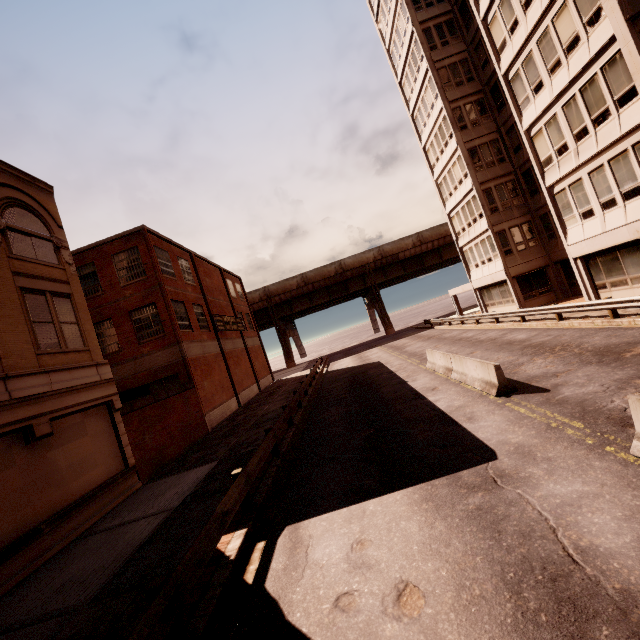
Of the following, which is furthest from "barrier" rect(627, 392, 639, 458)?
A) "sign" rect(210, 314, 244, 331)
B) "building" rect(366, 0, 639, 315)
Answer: "sign" rect(210, 314, 244, 331)

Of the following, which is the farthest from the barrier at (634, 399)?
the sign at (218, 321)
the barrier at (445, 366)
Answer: the sign at (218, 321)

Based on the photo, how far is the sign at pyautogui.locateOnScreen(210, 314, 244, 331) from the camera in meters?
27.4 m

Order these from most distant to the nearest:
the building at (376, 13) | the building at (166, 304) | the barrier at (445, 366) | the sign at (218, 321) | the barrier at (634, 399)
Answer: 1. the sign at (218, 321)
2. the building at (376, 13)
3. the barrier at (445, 366)
4. the building at (166, 304)
5. the barrier at (634, 399)

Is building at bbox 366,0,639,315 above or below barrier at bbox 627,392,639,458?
above

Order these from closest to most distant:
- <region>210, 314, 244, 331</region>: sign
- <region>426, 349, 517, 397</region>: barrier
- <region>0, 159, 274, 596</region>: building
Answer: <region>0, 159, 274, 596</region>: building < <region>426, 349, 517, 397</region>: barrier < <region>210, 314, 244, 331</region>: sign

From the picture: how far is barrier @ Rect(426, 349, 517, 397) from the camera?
10.0 meters

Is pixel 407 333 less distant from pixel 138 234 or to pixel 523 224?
pixel 523 224
